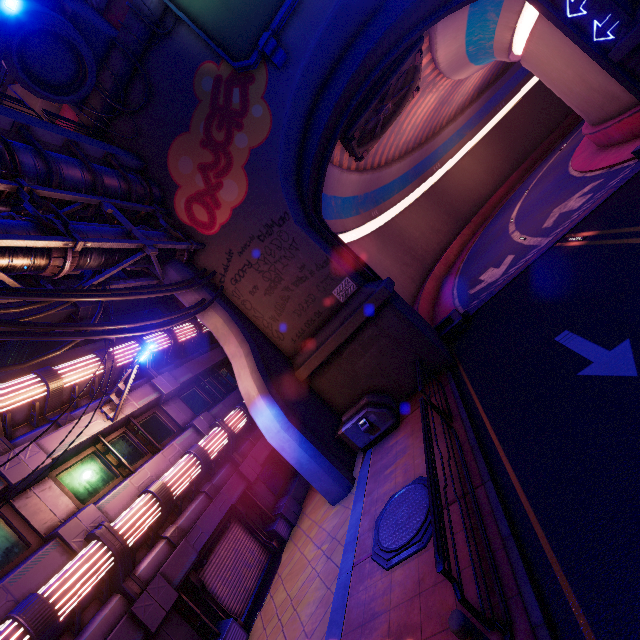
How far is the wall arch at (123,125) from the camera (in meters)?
13.98

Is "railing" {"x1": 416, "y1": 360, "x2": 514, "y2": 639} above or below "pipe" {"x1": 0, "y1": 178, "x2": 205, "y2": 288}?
below

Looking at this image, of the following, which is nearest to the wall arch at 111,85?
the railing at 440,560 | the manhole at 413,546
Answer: the railing at 440,560

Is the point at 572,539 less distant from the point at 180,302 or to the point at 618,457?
the point at 618,457

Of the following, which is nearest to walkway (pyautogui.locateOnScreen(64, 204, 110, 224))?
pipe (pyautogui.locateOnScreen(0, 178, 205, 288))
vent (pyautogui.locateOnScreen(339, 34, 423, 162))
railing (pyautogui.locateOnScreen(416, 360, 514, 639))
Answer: pipe (pyautogui.locateOnScreen(0, 178, 205, 288))

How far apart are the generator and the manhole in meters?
3.1 m

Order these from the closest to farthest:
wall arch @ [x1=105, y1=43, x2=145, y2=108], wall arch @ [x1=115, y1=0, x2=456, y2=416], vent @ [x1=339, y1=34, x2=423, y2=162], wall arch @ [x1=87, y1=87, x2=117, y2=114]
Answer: A: wall arch @ [x1=115, y1=0, x2=456, y2=416], wall arch @ [x1=105, y1=43, x2=145, y2=108], wall arch @ [x1=87, y1=87, x2=117, y2=114], vent @ [x1=339, y1=34, x2=423, y2=162]

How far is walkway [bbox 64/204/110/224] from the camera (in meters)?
11.33
